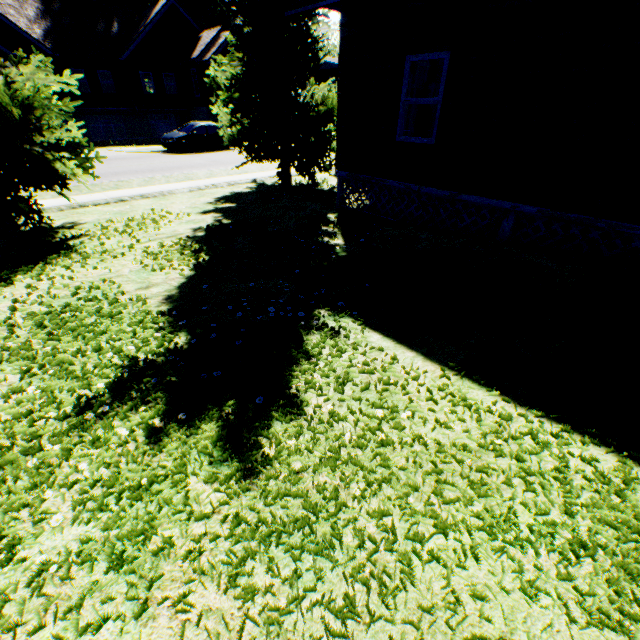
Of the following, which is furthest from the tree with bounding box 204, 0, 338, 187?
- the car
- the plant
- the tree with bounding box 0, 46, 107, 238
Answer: the car

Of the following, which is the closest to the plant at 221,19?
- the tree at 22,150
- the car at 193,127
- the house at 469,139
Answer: the car at 193,127

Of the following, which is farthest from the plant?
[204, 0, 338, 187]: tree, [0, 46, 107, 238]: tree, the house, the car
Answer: [0, 46, 107, 238]: tree

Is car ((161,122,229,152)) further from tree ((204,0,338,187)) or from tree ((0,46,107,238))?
tree ((0,46,107,238))

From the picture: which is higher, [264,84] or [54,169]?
[264,84]

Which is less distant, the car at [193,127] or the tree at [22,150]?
the tree at [22,150]

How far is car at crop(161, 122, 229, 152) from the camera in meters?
20.7

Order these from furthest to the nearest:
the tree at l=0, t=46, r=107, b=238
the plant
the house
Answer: the plant
the tree at l=0, t=46, r=107, b=238
the house
